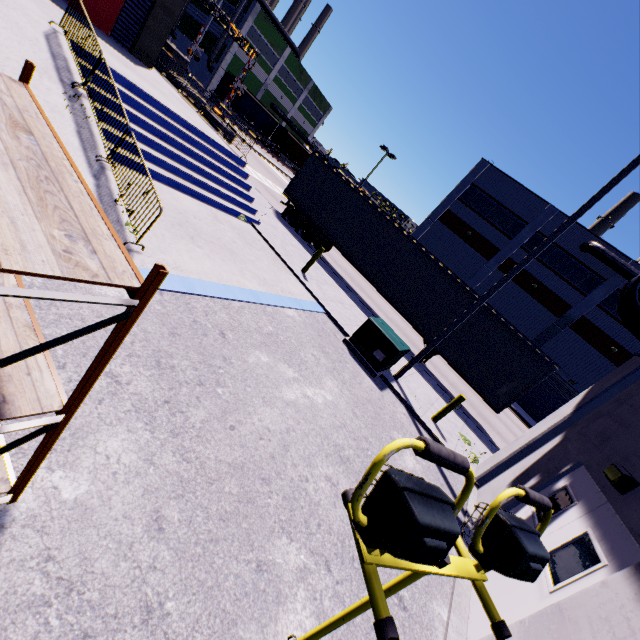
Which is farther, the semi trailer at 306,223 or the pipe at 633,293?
the semi trailer at 306,223

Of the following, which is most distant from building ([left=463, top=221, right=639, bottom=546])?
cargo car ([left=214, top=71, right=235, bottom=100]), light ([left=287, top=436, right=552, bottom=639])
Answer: light ([left=287, top=436, right=552, bottom=639])

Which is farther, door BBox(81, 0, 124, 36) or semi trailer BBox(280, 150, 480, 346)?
semi trailer BBox(280, 150, 480, 346)

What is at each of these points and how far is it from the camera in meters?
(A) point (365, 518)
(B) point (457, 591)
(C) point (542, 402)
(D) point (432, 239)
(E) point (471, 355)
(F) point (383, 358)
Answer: (A) light, 1.0 m
(B) building, 4.9 m
(C) roll-up door, 29.6 m
(D) building, 34.6 m
(E) semi trailer, 13.2 m
(F) electrical box, 9.4 m

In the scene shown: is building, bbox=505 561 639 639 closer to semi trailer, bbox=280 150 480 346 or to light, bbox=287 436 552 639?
semi trailer, bbox=280 150 480 346

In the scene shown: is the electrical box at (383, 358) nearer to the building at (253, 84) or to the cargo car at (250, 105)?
the building at (253, 84)

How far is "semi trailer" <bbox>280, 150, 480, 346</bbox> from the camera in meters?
13.9

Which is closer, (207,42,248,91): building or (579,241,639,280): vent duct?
(579,241,639,280): vent duct
